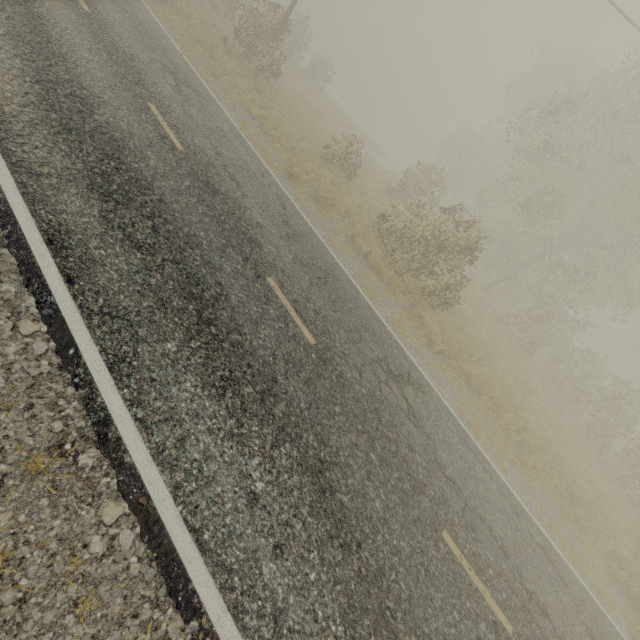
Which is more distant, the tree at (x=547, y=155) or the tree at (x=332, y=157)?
the tree at (x=332, y=157)

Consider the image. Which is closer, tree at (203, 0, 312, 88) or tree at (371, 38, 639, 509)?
tree at (371, 38, 639, 509)

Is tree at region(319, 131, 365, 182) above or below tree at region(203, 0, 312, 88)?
below

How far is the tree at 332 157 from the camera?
A: 15.8 meters

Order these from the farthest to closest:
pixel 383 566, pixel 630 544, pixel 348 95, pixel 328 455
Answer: pixel 348 95, pixel 630 544, pixel 328 455, pixel 383 566

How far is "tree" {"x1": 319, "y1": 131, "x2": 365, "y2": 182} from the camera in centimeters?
1582cm

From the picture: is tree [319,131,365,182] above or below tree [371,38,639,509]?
below
